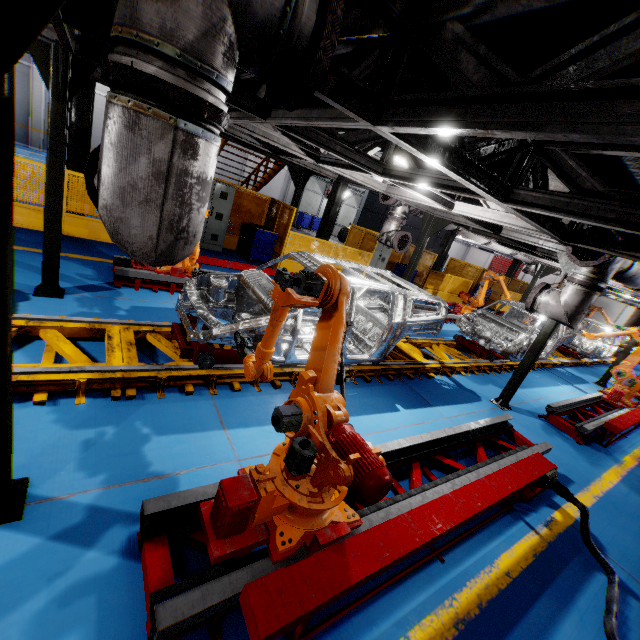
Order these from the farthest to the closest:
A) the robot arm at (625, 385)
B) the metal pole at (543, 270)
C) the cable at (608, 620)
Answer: the metal pole at (543, 270) < the robot arm at (625, 385) < the cable at (608, 620)

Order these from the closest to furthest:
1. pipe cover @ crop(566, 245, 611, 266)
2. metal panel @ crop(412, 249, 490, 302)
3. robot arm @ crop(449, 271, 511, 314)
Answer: pipe cover @ crop(566, 245, 611, 266)
robot arm @ crop(449, 271, 511, 314)
metal panel @ crop(412, 249, 490, 302)

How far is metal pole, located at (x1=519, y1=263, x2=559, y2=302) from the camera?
13.5m

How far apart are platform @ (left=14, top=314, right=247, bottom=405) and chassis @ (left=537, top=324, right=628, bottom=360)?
0.0m

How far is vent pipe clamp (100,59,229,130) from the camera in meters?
1.2

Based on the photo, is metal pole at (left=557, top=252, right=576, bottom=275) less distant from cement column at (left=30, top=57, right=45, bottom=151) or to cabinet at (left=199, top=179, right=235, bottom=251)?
cabinet at (left=199, top=179, right=235, bottom=251)

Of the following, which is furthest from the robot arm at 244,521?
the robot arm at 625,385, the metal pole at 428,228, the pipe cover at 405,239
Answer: the robot arm at 625,385

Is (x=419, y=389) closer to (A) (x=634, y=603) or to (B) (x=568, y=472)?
(B) (x=568, y=472)
